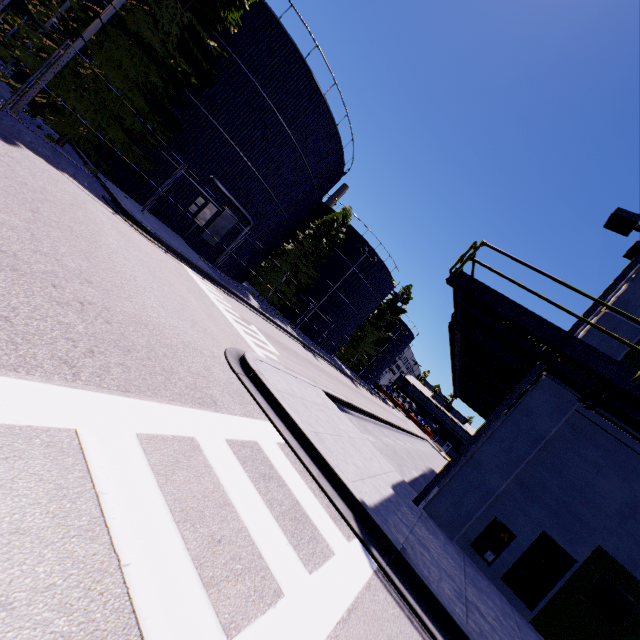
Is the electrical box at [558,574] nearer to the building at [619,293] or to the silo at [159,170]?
the building at [619,293]

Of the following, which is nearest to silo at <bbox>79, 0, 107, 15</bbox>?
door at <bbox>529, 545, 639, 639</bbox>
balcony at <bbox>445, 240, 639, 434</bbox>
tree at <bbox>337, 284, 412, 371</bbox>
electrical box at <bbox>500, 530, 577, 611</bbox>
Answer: tree at <bbox>337, 284, 412, 371</bbox>

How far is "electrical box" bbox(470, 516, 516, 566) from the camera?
7.90m

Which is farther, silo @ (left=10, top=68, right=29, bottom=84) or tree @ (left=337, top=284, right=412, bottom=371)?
tree @ (left=337, top=284, right=412, bottom=371)

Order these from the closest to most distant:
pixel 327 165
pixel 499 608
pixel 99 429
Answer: pixel 99 429
pixel 499 608
pixel 327 165

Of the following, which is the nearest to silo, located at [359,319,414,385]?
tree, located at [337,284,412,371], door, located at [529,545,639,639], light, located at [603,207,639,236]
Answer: tree, located at [337,284,412,371]

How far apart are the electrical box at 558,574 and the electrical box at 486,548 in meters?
0.2 m

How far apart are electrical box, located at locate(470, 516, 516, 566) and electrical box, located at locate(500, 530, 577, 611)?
0.22m
